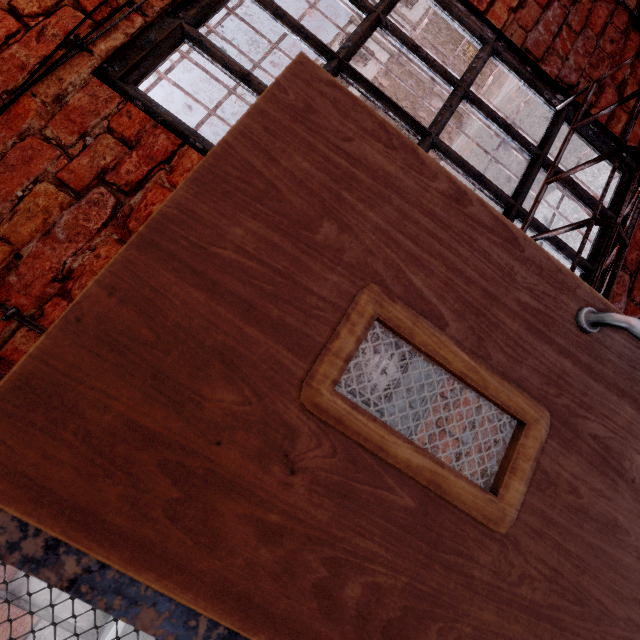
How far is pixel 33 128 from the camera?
0.9m

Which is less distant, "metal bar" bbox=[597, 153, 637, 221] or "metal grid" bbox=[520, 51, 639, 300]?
"metal grid" bbox=[520, 51, 639, 300]

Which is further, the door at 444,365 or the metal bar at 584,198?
the metal bar at 584,198

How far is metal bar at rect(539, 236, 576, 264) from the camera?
1.4m

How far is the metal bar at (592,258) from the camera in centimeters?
143cm

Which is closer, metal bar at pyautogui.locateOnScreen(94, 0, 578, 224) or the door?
the door
